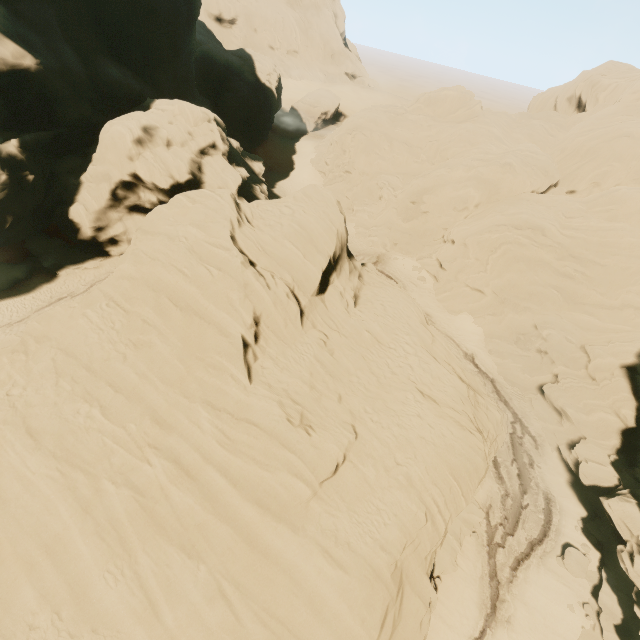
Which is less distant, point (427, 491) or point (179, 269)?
point (427, 491)
